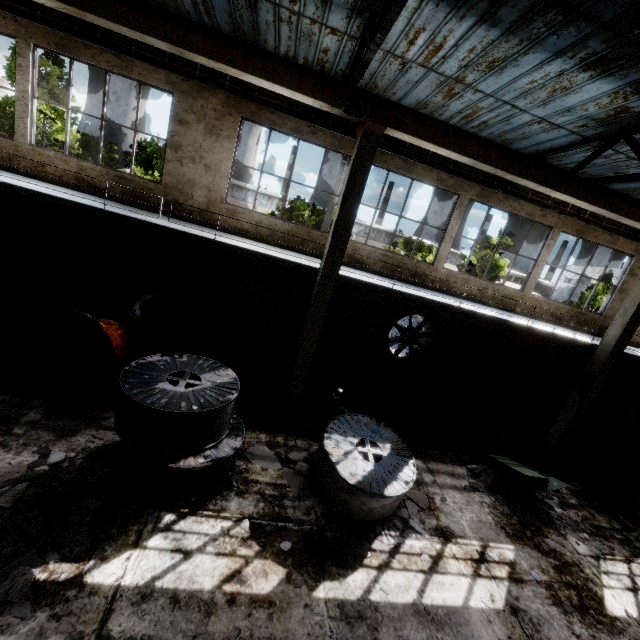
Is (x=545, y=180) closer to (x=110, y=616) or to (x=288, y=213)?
(x=110, y=616)

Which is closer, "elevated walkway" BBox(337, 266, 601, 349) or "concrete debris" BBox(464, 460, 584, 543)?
"concrete debris" BBox(464, 460, 584, 543)

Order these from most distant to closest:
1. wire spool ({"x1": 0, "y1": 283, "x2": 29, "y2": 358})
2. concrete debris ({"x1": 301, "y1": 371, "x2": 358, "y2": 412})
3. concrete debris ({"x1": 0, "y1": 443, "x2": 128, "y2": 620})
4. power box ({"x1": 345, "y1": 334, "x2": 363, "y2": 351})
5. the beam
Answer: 1. power box ({"x1": 345, "y1": 334, "x2": 363, "y2": 351})
2. concrete debris ({"x1": 301, "y1": 371, "x2": 358, "y2": 412})
3. wire spool ({"x1": 0, "y1": 283, "x2": 29, "y2": 358})
4. the beam
5. concrete debris ({"x1": 0, "y1": 443, "x2": 128, "y2": 620})

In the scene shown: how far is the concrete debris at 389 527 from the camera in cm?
585

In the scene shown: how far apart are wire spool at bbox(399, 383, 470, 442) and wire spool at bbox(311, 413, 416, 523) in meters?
2.7 m

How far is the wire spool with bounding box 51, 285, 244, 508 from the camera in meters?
5.3

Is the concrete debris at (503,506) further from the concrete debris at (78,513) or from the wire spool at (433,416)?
the concrete debris at (78,513)

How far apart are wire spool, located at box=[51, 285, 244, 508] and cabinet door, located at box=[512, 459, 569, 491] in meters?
7.7
